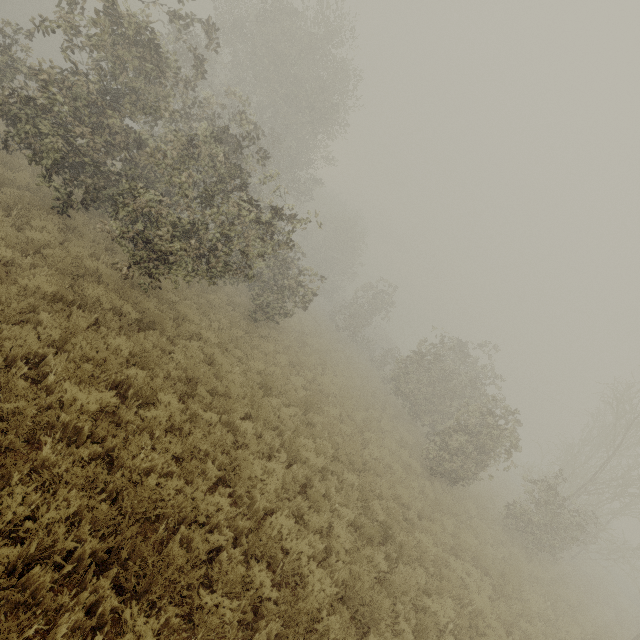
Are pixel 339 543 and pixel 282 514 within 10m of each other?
yes
